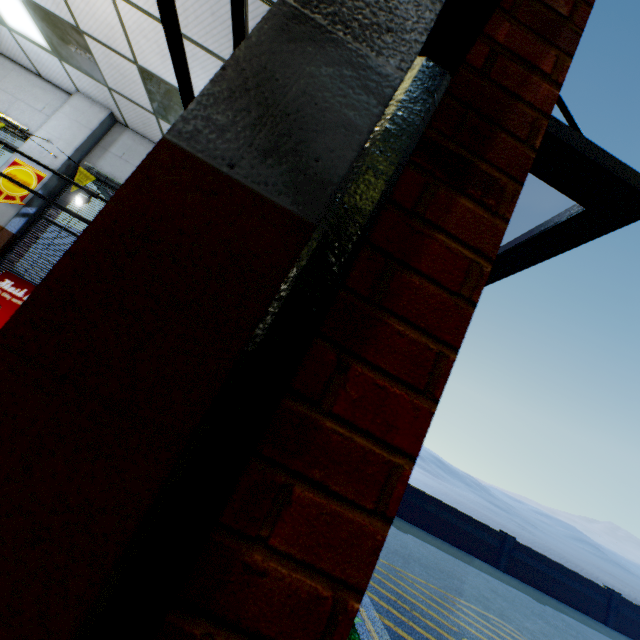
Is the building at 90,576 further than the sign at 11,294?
No

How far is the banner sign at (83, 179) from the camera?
5.5m

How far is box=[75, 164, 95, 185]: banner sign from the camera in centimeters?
554cm

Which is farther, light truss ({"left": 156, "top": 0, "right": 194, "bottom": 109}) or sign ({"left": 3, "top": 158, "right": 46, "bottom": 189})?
sign ({"left": 3, "top": 158, "right": 46, "bottom": 189})

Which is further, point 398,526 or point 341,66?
point 398,526

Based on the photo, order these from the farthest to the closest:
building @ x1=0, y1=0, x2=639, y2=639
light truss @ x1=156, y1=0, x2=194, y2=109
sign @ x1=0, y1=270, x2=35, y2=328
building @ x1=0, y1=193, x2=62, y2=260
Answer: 1. building @ x1=0, y1=193, x2=62, y2=260
2. sign @ x1=0, y1=270, x2=35, y2=328
3. light truss @ x1=156, y1=0, x2=194, y2=109
4. building @ x1=0, y1=0, x2=639, y2=639

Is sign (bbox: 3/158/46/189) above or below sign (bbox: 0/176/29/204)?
above

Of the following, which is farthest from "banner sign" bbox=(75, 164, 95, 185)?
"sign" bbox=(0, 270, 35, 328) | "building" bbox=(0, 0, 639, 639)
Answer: "sign" bbox=(0, 270, 35, 328)
